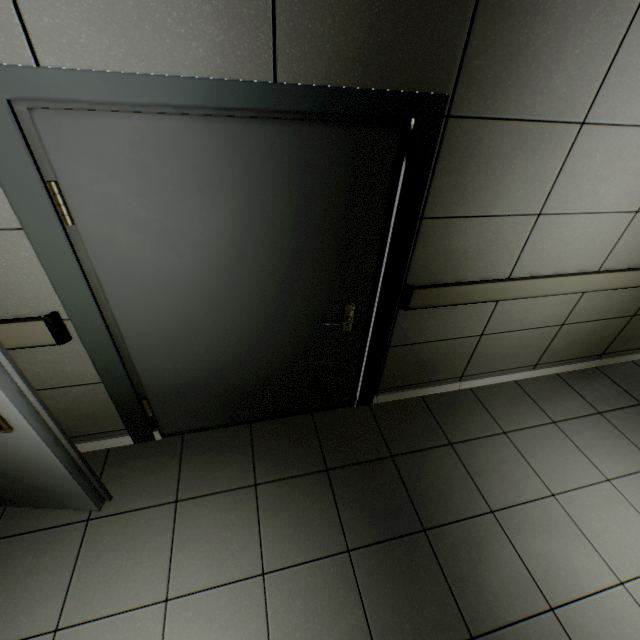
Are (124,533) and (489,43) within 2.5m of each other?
no

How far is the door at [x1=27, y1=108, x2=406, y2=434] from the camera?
1.3m

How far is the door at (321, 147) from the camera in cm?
132
